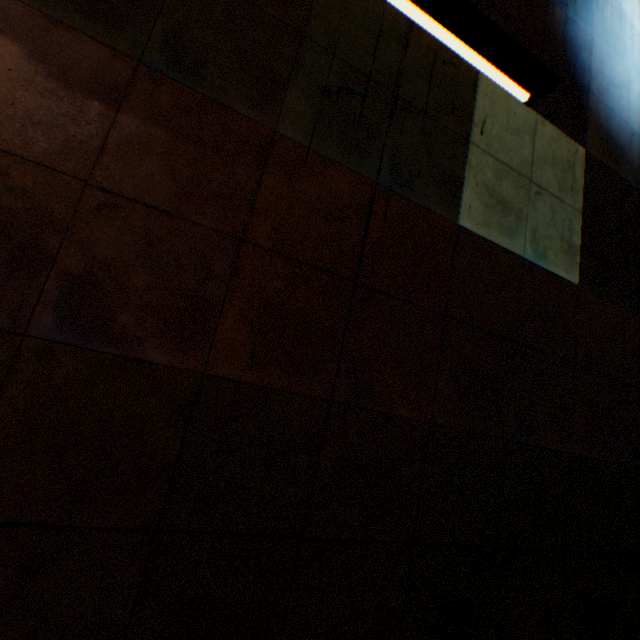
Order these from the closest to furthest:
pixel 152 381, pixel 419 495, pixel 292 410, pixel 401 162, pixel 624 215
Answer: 1. pixel 152 381
2. pixel 292 410
3. pixel 419 495
4. pixel 401 162
5. pixel 624 215

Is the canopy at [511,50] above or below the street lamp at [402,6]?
above

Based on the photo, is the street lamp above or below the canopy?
below
